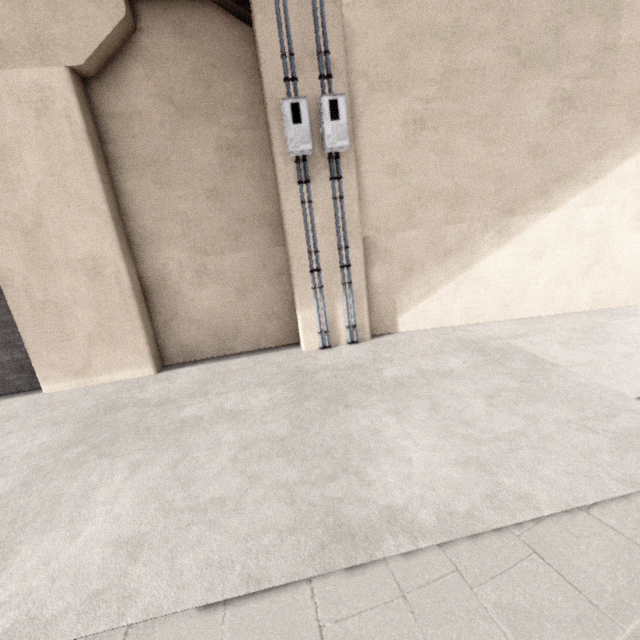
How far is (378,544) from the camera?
2.33m
